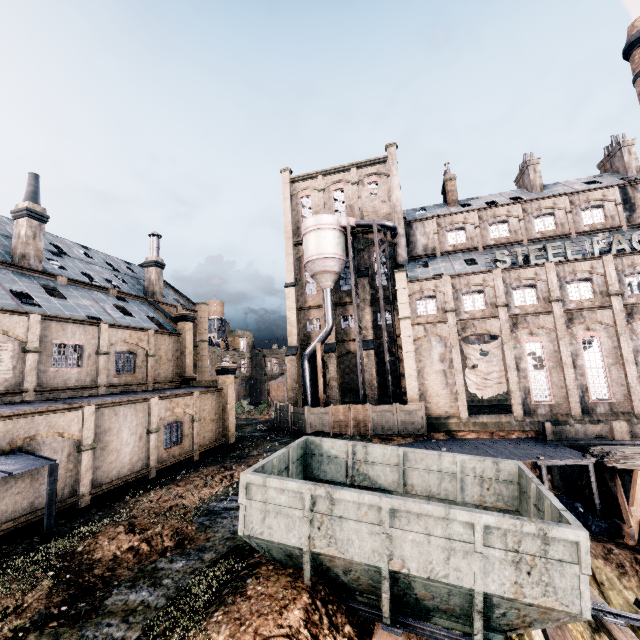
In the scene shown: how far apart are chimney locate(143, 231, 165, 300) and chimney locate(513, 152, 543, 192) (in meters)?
43.74

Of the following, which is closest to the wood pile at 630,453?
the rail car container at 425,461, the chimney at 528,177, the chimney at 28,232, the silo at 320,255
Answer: the rail car container at 425,461

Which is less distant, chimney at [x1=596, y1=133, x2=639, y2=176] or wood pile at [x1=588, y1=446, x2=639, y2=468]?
wood pile at [x1=588, y1=446, x2=639, y2=468]

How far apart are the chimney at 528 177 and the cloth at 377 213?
16.16m

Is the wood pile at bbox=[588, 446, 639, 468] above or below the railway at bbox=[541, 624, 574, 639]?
above

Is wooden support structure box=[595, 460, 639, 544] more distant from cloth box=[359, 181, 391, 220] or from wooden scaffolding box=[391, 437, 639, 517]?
cloth box=[359, 181, 391, 220]

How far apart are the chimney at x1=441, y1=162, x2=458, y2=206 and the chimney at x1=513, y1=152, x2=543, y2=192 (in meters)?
7.54

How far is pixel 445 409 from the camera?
31.0m
